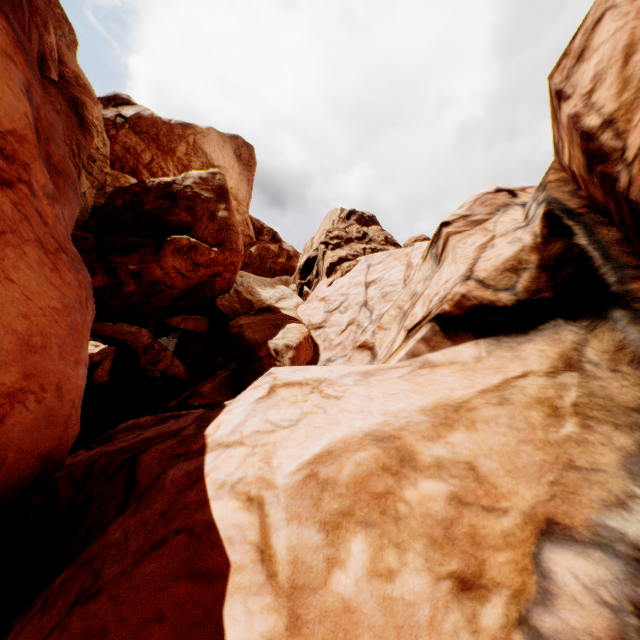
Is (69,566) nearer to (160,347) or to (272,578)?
(272,578)
